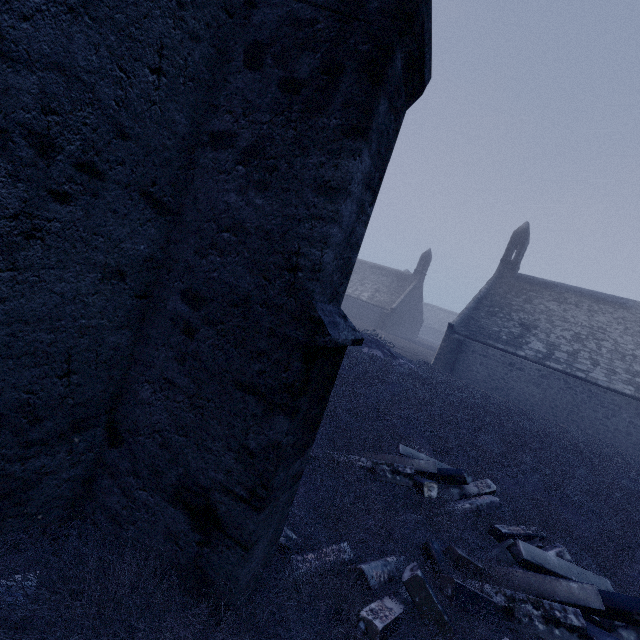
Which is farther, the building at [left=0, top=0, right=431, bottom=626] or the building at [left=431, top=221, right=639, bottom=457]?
the building at [left=431, top=221, right=639, bottom=457]

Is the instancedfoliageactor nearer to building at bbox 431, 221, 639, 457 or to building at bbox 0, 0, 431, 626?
building at bbox 0, 0, 431, 626

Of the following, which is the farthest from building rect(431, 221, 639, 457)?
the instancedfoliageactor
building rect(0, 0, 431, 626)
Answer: the instancedfoliageactor

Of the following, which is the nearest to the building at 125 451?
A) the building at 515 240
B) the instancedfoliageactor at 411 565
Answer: the instancedfoliageactor at 411 565

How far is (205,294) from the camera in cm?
200
